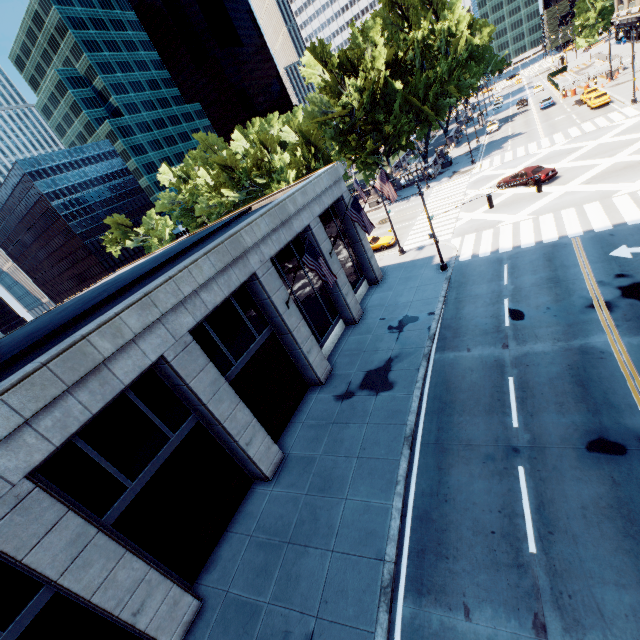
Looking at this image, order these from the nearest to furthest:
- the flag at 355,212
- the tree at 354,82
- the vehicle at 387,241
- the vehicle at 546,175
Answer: the flag at 355,212 → the vehicle at 546,175 → the vehicle at 387,241 → the tree at 354,82

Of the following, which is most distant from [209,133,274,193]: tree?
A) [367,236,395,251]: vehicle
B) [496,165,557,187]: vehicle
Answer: [496,165,557,187]: vehicle

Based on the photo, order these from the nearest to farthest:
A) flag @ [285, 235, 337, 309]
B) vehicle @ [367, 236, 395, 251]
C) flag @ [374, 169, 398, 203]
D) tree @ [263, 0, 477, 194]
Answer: flag @ [285, 235, 337, 309] → flag @ [374, 169, 398, 203] → vehicle @ [367, 236, 395, 251] → tree @ [263, 0, 477, 194]

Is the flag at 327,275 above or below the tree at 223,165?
below

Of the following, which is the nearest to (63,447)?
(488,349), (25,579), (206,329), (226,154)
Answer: (25,579)

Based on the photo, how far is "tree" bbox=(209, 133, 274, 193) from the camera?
56.56m

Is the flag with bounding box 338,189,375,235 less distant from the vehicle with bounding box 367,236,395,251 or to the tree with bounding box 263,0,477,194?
the vehicle with bounding box 367,236,395,251

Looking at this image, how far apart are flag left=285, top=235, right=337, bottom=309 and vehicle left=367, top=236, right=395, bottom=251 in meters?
18.8 m
